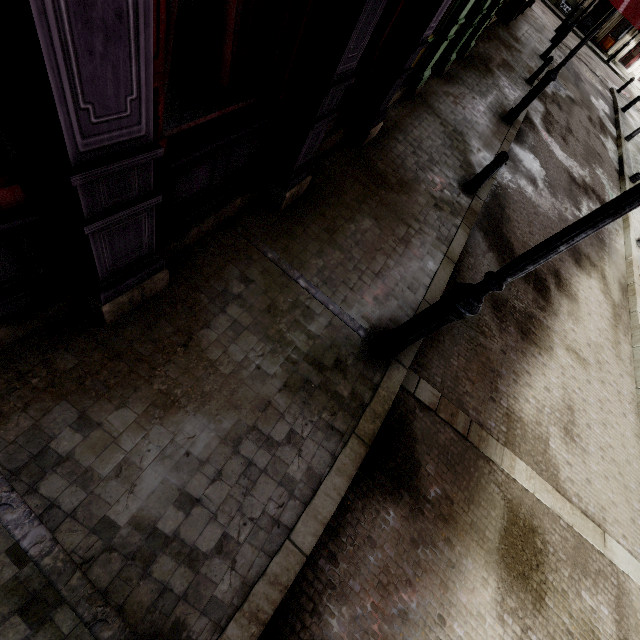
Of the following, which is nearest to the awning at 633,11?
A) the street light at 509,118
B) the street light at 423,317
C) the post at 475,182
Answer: Result: the street light at 423,317

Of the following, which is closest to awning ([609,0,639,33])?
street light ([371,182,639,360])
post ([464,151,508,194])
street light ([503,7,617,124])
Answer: street light ([371,182,639,360])

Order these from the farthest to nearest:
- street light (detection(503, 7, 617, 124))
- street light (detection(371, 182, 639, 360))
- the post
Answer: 1. street light (detection(503, 7, 617, 124))
2. the post
3. street light (detection(371, 182, 639, 360))

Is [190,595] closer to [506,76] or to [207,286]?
[207,286]

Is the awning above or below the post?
above

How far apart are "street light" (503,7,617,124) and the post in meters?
4.7

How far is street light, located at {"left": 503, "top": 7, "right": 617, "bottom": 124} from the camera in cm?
780

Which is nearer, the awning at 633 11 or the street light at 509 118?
the awning at 633 11
